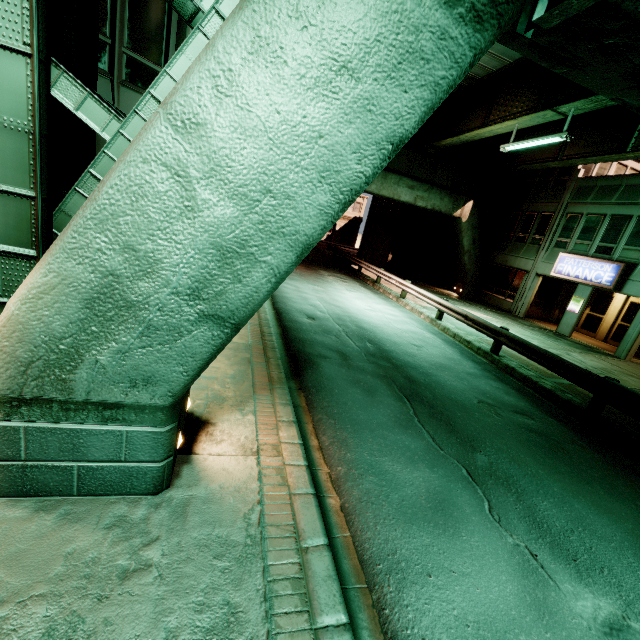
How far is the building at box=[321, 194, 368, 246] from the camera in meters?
52.0 m

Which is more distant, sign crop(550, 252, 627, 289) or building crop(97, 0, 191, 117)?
sign crop(550, 252, 627, 289)

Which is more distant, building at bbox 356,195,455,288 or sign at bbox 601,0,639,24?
building at bbox 356,195,455,288

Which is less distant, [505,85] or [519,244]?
[505,85]

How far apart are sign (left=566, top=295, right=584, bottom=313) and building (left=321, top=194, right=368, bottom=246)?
37.92m

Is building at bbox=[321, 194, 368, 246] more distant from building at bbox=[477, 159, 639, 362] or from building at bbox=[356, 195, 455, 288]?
building at bbox=[477, 159, 639, 362]

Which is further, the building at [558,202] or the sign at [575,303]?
the sign at [575,303]

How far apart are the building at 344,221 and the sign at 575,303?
37.92m
